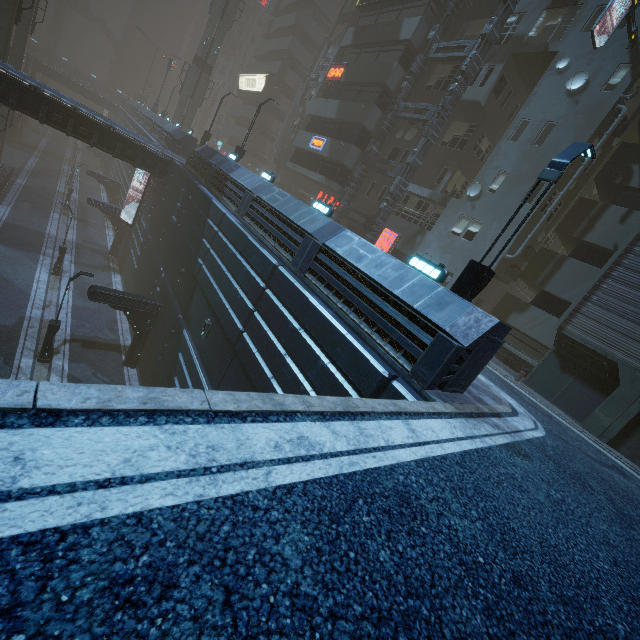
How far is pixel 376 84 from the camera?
24.2 meters

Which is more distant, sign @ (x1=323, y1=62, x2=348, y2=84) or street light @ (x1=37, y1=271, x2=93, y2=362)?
sign @ (x1=323, y1=62, x2=348, y2=84)

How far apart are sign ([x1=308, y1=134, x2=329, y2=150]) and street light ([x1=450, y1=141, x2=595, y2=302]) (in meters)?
21.66

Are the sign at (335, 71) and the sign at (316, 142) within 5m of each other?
yes

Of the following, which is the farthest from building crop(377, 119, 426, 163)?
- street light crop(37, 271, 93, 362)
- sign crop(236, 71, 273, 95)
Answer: street light crop(37, 271, 93, 362)

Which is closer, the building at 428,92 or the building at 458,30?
the building at 458,30

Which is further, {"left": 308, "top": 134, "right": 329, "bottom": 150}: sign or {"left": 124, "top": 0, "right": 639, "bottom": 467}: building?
{"left": 308, "top": 134, "right": 329, "bottom": 150}: sign

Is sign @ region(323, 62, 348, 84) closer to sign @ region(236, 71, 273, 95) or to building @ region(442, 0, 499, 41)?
building @ region(442, 0, 499, 41)
